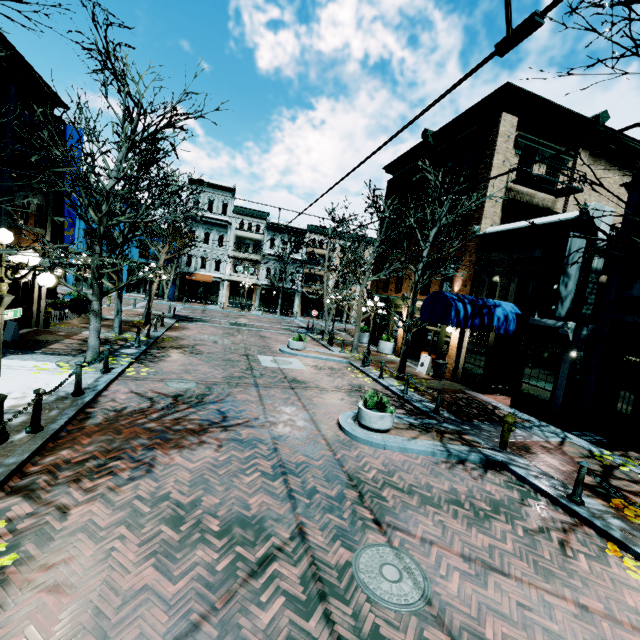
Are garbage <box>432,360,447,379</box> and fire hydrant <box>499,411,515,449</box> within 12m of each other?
yes

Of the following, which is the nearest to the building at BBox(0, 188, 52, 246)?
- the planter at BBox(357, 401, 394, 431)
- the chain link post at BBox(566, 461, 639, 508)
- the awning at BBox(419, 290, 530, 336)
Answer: the awning at BBox(419, 290, 530, 336)

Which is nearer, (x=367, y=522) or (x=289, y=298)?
(x=367, y=522)

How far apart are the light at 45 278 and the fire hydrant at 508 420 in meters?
10.6

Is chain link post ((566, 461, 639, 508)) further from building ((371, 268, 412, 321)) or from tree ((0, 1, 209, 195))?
tree ((0, 1, 209, 195))

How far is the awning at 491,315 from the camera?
11.7m

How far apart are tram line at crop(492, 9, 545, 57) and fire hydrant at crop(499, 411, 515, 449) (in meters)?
8.95

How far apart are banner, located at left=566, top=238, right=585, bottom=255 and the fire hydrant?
4.38m
